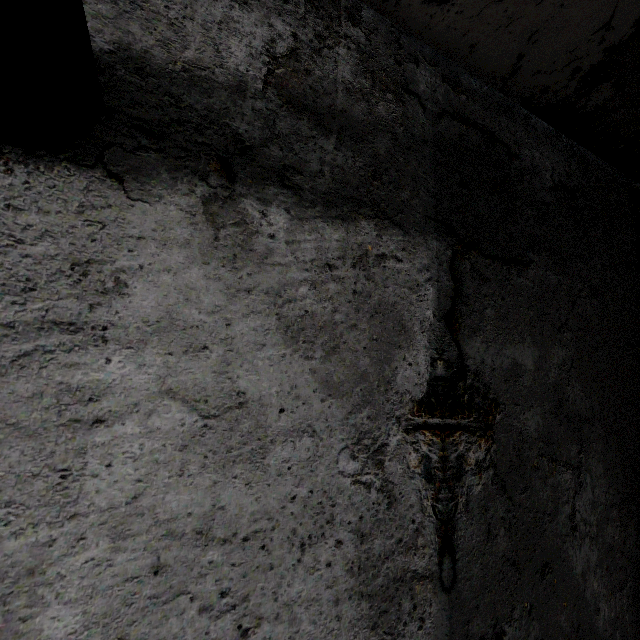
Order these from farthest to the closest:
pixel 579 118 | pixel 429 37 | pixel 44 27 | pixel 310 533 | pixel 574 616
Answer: pixel 579 118 < pixel 429 37 < pixel 574 616 < pixel 310 533 < pixel 44 27
